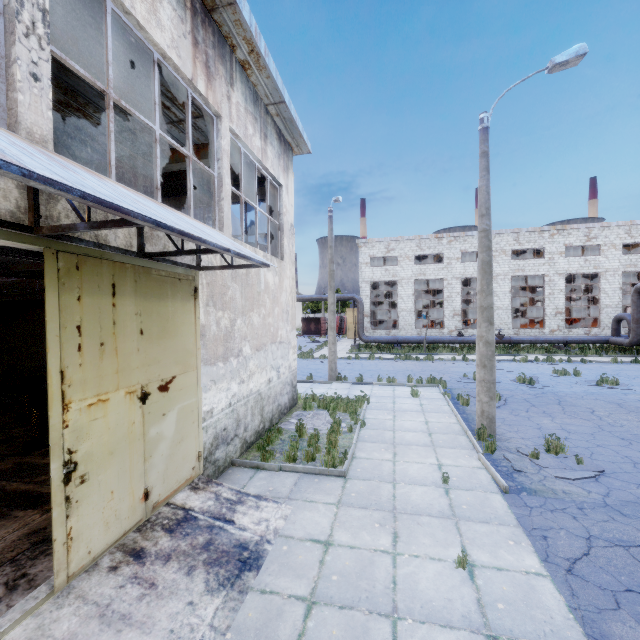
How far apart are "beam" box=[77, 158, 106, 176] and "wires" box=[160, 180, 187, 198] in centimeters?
244cm

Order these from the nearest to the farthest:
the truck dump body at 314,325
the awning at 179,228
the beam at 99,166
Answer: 1. the awning at 179,228
2. the beam at 99,166
3. the truck dump body at 314,325

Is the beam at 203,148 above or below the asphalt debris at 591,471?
A: above

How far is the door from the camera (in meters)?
3.66

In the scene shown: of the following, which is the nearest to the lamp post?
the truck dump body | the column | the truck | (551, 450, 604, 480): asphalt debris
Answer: (551, 450, 604, 480): asphalt debris

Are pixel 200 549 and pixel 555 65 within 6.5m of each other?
no

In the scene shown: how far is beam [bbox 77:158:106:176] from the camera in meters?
10.4

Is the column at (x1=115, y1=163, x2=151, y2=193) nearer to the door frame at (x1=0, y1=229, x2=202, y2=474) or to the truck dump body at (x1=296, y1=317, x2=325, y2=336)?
the door frame at (x1=0, y1=229, x2=202, y2=474)
